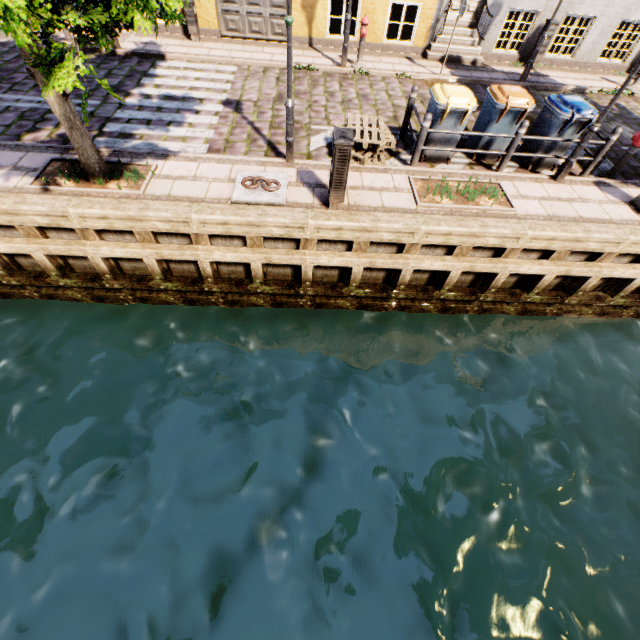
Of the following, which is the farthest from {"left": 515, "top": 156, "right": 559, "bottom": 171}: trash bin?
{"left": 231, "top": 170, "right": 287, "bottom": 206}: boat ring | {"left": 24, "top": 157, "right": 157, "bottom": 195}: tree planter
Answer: {"left": 24, "top": 157, "right": 157, "bottom": 195}: tree planter

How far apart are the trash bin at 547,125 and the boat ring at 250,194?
5.6 meters

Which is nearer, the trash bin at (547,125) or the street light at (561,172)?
the street light at (561,172)

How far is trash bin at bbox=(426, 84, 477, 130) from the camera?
6.26m

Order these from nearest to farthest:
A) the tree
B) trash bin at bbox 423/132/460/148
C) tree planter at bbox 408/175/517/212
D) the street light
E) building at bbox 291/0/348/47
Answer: the tree
the street light
tree planter at bbox 408/175/517/212
trash bin at bbox 423/132/460/148
building at bbox 291/0/348/47

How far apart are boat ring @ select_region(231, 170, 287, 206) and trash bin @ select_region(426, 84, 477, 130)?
3.1 meters

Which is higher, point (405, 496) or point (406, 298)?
point (406, 298)

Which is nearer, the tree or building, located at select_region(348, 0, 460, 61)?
the tree
